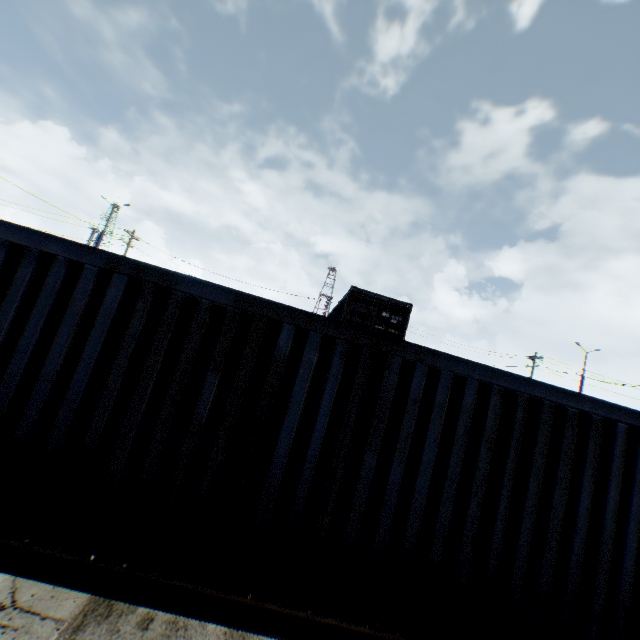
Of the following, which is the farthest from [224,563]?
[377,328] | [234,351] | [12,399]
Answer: [377,328]
